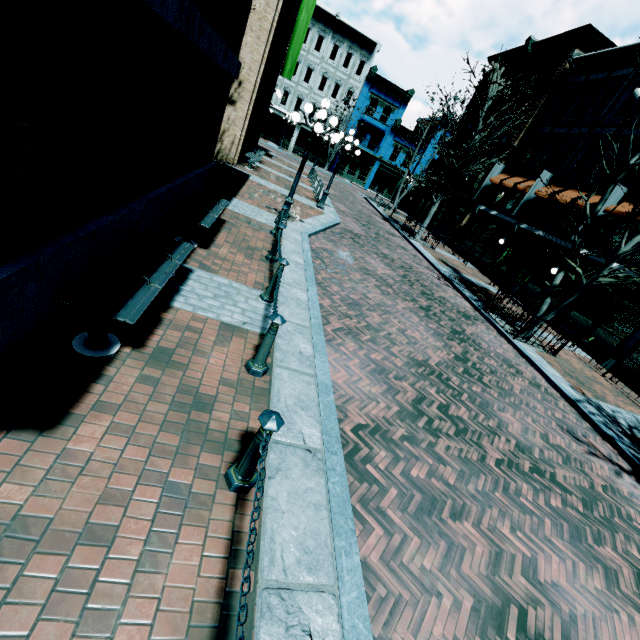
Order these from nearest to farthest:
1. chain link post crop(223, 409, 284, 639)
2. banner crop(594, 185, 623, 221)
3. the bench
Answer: chain link post crop(223, 409, 284, 639) → the bench → banner crop(594, 185, 623, 221)

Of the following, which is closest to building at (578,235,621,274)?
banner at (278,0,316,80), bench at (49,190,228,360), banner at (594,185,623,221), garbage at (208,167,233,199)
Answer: banner at (594,185,623,221)

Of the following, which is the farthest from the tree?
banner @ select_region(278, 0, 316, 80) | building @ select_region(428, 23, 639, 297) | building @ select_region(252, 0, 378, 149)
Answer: building @ select_region(252, 0, 378, 149)

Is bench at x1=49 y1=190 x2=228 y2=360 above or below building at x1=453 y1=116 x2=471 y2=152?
below

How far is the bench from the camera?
3.1m

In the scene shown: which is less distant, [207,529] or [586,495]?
[207,529]

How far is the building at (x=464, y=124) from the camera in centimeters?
2873cm

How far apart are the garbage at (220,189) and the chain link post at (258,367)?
5.1 meters
